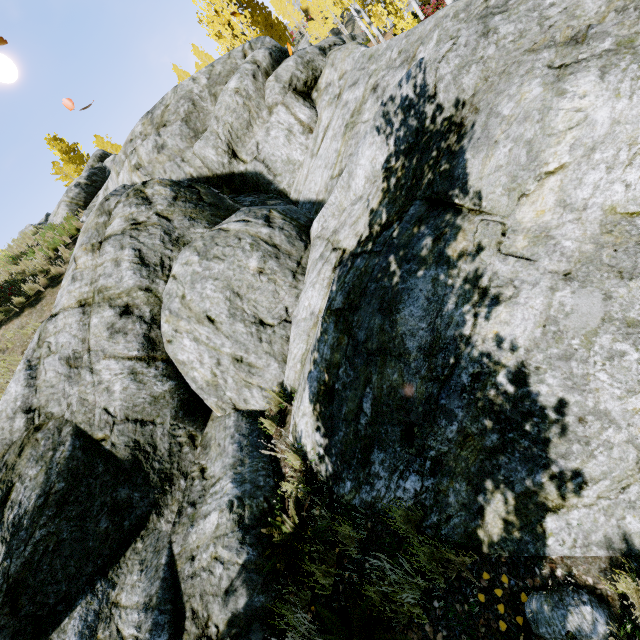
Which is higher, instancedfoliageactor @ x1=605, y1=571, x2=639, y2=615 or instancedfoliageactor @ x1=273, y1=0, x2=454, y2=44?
instancedfoliageactor @ x1=273, y1=0, x2=454, y2=44

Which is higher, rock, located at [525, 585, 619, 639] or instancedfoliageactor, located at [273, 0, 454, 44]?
instancedfoliageactor, located at [273, 0, 454, 44]

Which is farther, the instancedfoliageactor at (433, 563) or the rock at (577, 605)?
the instancedfoliageactor at (433, 563)

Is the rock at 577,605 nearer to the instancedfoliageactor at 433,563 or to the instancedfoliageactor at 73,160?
the instancedfoliageactor at 433,563

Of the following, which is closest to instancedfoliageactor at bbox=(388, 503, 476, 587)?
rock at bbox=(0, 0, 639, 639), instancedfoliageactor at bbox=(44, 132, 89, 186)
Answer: rock at bbox=(0, 0, 639, 639)

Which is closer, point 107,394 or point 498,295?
point 498,295
